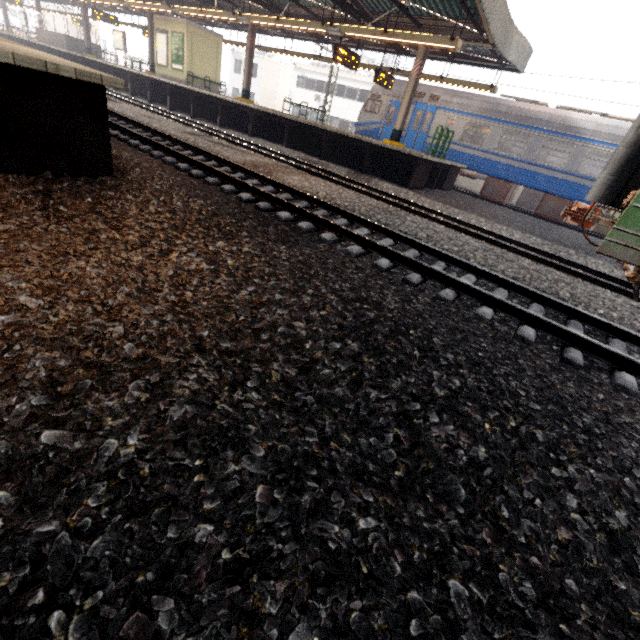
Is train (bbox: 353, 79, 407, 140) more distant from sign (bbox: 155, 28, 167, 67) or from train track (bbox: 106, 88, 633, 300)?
sign (bbox: 155, 28, 167, 67)

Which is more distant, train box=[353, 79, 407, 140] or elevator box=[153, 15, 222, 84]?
elevator box=[153, 15, 222, 84]

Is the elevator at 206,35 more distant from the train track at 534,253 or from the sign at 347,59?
the sign at 347,59

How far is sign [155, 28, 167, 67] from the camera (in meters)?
18.97

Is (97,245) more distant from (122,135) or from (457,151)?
(457,151)

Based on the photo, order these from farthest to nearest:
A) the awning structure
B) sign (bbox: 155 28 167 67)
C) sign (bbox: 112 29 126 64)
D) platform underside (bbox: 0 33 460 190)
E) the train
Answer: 1. sign (bbox: 112 29 126 64)
2. sign (bbox: 155 28 167 67)
3. the train
4. platform underside (bbox: 0 33 460 190)
5. the awning structure

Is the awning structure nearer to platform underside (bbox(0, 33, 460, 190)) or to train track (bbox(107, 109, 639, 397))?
platform underside (bbox(0, 33, 460, 190))

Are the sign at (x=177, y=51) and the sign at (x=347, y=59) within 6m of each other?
no
